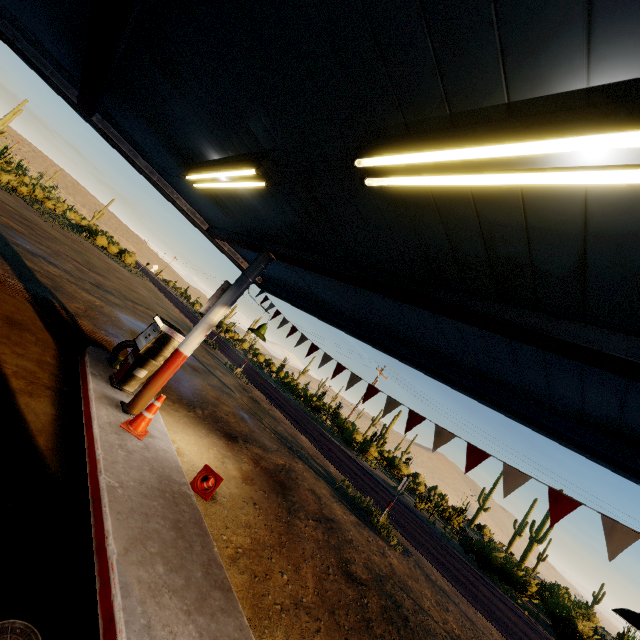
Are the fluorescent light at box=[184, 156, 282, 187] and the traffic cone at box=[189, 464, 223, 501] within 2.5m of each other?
no

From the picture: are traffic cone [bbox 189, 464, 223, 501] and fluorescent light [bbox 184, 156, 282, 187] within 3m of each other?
no

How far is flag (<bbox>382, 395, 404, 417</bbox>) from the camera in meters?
5.5 m

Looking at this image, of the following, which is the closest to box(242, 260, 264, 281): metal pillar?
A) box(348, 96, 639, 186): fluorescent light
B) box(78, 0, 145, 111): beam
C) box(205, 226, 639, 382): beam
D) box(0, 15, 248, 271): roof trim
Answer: box(205, 226, 639, 382): beam

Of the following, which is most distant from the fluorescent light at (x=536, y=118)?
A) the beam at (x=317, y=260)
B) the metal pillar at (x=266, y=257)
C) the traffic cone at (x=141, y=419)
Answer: the traffic cone at (x=141, y=419)

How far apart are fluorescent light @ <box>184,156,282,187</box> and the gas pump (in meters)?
2.65

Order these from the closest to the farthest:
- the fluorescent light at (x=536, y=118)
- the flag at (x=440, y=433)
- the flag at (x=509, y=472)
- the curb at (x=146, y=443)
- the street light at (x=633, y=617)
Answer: the fluorescent light at (x=536, y=118)
the street light at (x=633, y=617)
the curb at (x=146, y=443)
the flag at (x=509, y=472)
the flag at (x=440, y=433)

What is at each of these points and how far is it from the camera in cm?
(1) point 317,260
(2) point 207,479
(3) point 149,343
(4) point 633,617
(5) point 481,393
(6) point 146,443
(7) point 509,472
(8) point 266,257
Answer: (1) beam, 511
(2) traffic cone, 575
(3) gas pump, 620
(4) street light, 227
(5) roof trim, 493
(6) curb, 521
(7) flag, 414
(8) metal pillar, 636
